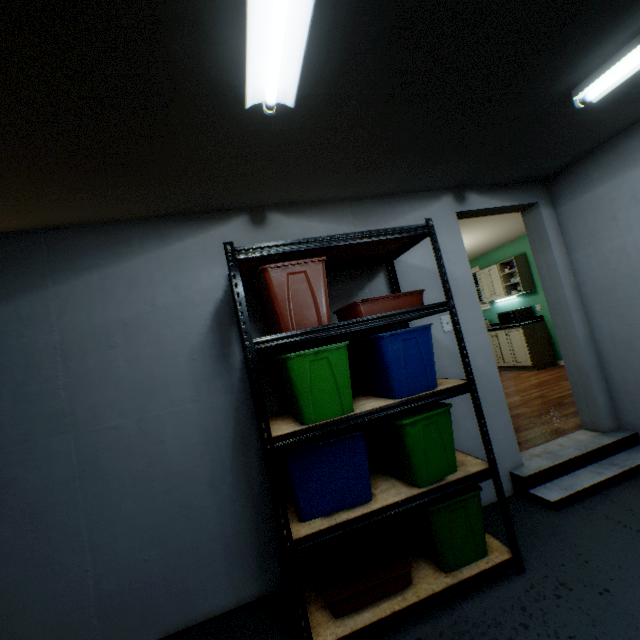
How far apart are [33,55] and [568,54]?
2.14m

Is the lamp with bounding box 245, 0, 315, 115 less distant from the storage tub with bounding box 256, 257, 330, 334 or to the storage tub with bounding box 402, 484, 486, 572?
the storage tub with bounding box 256, 257, 330, 334

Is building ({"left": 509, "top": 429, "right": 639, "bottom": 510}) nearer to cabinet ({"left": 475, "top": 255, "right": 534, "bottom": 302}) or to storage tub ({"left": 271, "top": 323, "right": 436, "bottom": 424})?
storage tub ({"left": 271, "top": 323, "right": 436, "bottom": 424})

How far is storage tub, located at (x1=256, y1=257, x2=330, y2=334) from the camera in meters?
1.7

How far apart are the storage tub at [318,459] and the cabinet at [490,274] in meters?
5.6

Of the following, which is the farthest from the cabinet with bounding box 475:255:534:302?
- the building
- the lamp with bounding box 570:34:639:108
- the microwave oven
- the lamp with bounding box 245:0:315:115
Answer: the lamp with bounding box 245:0:315:115

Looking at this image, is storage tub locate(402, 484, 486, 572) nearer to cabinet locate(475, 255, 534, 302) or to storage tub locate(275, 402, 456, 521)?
storage tub locate(275, 402, 456, 521)

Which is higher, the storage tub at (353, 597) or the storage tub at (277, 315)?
the storage tub at (277, 315)
